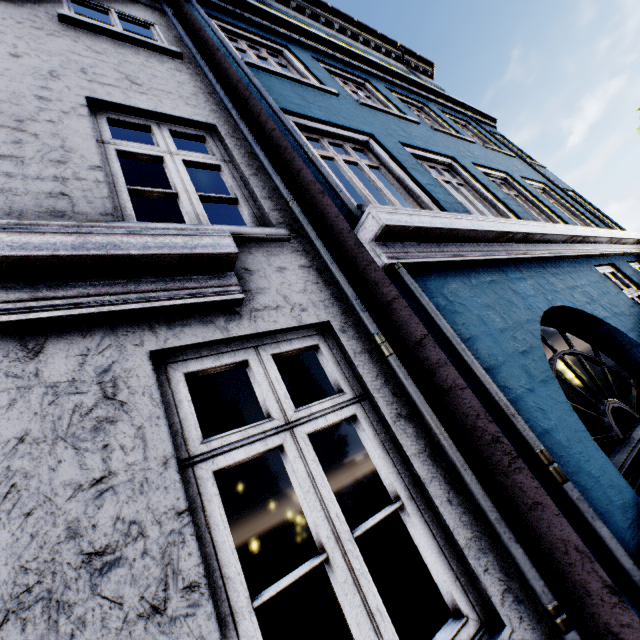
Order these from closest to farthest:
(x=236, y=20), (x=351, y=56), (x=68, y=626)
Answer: (x=68, y=626), (x=236, y=20), (x=351, y=56)
